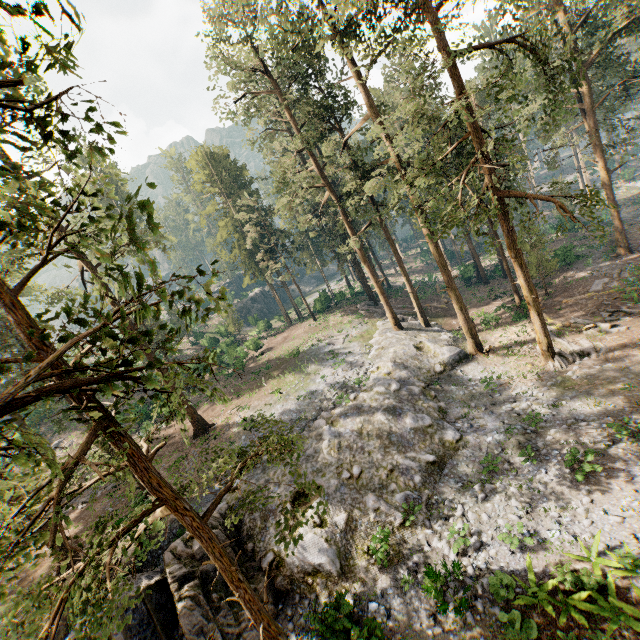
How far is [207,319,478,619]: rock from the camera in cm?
1460

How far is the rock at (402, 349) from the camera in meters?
14.6 m

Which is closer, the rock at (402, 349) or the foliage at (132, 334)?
the foliage at (132, 334)

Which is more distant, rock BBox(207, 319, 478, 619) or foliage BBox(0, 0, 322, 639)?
rock BBox(207, 319, 478, 619)

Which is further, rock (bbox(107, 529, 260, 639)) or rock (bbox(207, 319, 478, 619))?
rock (bbox(207, 319, 478, 619))

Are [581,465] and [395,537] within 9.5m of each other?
yes

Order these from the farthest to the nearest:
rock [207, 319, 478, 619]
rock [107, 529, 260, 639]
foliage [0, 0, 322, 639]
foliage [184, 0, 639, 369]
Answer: foliage [184, 0, 639, 369]
rock [207, 319, 478, 619]
rock [107, 529, 260, 639]
foliage [0, 0, 322, 639]
